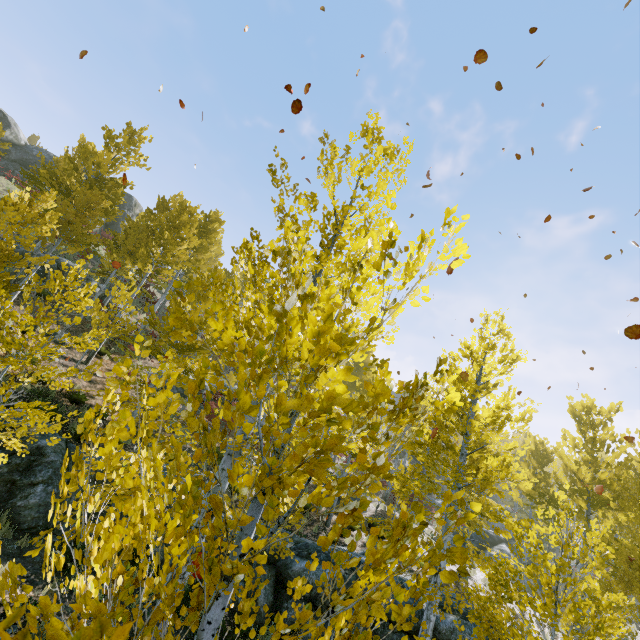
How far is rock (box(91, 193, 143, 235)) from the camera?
37.0m

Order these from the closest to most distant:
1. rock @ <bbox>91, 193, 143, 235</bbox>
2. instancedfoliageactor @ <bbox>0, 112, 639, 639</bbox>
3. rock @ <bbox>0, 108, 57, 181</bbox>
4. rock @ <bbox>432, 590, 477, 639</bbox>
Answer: instancedfoliageactor @ <bbox>0, 112, 639, 639</bbox>, rock @ <bbox>432, 590, 477, 639</bbox>, rock @ <bbox>0, 108, 57, 181</bbox>, rock @ <bbox>91, 193, 143, 235</bbox>

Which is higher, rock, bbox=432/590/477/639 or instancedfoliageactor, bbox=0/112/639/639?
instancedfoliageactor, bbox=0/112/639/639

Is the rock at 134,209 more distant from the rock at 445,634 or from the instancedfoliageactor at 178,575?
the rock at 445,634

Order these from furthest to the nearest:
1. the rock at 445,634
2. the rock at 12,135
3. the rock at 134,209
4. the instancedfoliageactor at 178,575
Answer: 1. the rock at 134,209
2. the rock at 12,135
3. the rock at 445,634
4. the instancedfoliageactor at 178,575

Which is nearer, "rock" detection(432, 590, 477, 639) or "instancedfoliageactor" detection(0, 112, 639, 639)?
"instancedfoliageactor" detection(0, 112, 639, 639)

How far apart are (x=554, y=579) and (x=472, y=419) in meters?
4.5 m

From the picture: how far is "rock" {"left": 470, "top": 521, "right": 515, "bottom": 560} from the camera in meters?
20.8 m
